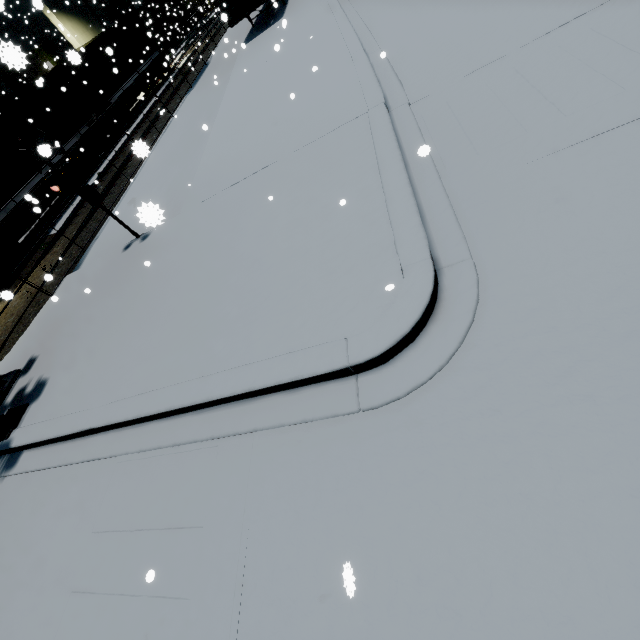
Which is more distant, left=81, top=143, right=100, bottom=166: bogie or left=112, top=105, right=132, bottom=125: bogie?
left=112, top=105, right=132, bottom=125: bogie

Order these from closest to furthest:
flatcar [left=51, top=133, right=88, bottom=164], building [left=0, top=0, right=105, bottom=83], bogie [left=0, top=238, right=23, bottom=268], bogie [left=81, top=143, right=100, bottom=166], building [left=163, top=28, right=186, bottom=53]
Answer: building [left=0, top=0, right=105, bottom=83], bogie [left=0, top=238, right=23, bottom=268], flatcar [left=51, top=133, right=88, bottom=164], bogie [left=81, top=143, right=100, bottom=166], building [left=163, top=28, right=186, bottom=53]

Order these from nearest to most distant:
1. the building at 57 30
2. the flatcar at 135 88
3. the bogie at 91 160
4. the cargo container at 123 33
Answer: the building at 57 30
the cargo container at 123 33
the bogie at 91 160
the flatcar at 135 88

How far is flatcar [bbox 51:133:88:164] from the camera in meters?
15.9

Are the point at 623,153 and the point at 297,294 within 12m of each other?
yes

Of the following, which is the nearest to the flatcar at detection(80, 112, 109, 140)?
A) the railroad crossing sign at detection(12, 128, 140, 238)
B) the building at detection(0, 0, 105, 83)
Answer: the building at detection(0, 0, 105, 83)

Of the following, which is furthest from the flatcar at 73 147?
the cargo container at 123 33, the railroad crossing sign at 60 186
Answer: the railroad crossing sign at 60 186
